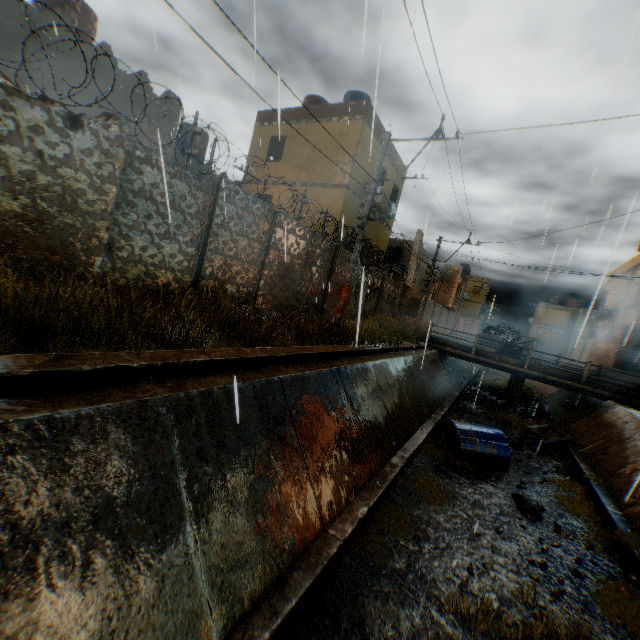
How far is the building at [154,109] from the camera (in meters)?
10.07

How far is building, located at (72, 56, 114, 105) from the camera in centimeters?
862cm

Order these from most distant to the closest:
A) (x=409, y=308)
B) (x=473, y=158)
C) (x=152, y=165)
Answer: (x=409, y=308) < (x=473, y=158) < (x=152, y=165)

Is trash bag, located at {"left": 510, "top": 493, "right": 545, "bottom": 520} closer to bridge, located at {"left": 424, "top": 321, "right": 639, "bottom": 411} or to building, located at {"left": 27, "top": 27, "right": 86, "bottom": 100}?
building, located at {"left": 27, "top": 27, "right": 86, "bottom": 100}

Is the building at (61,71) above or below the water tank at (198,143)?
below

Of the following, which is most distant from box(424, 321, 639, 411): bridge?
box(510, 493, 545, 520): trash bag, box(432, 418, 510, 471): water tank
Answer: box(510, 493, 545, 520): trash bag

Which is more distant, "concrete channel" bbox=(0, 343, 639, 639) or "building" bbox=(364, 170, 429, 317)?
"building" bbox=(364, 170, 429, 317)
